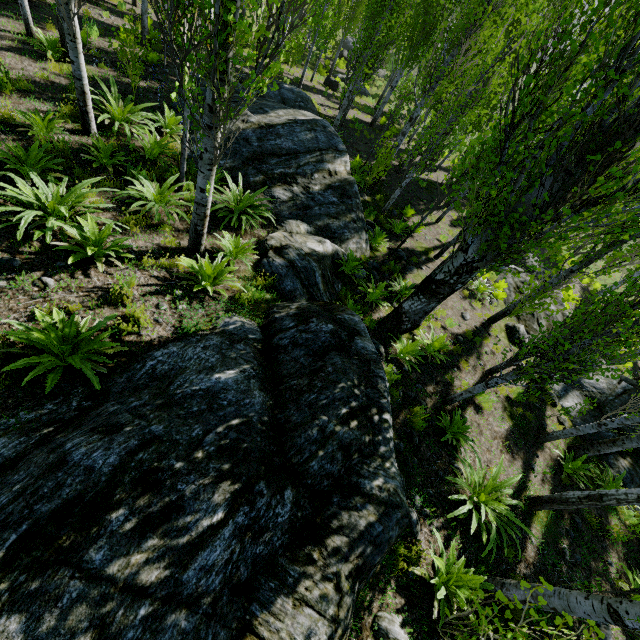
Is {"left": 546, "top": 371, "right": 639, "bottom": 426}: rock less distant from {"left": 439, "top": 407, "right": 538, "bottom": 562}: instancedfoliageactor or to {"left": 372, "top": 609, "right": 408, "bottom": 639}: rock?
{"left": 439, "top": 407, "right": 538, "bottom": 562}: instancedfoliageactor

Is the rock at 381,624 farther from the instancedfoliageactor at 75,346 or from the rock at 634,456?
the rock at 634,456

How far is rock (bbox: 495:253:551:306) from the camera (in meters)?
13.25

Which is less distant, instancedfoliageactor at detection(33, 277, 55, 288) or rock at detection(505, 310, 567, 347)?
instancedfoliageactor at detection(33, 277, 55, 288)

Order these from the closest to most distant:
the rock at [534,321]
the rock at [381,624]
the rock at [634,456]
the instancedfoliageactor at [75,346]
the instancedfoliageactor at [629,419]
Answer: the instancedfoliageactor at [75,346]
the rock at [381,624]
the instancedfoliageactor at [629,419]
the rock at [634,456]
the rock at [534,321]

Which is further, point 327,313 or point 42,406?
point 327,313
